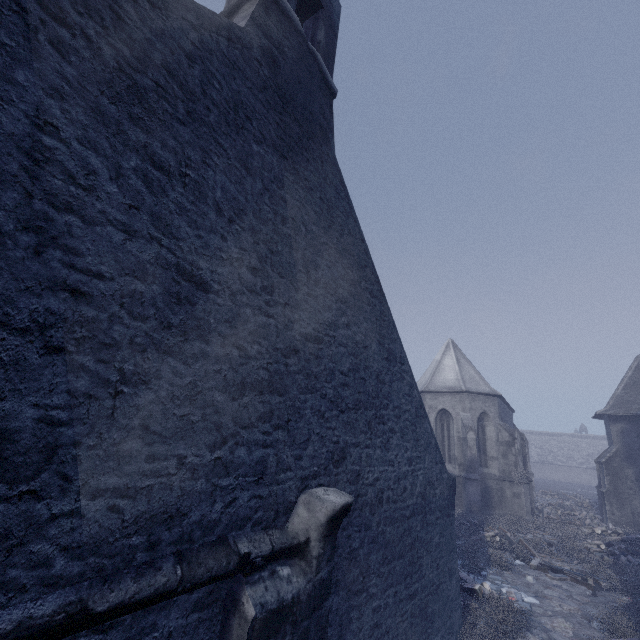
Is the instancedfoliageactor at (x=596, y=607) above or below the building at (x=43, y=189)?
below

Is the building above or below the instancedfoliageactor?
above

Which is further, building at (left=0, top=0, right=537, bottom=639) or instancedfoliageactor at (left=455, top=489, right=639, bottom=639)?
instancedfoliageactor at (left=455, top=489, right=639, bottom=639)

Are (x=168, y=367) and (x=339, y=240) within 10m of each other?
yes

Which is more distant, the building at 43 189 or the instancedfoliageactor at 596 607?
the instancedfoliageactor at 596 607
